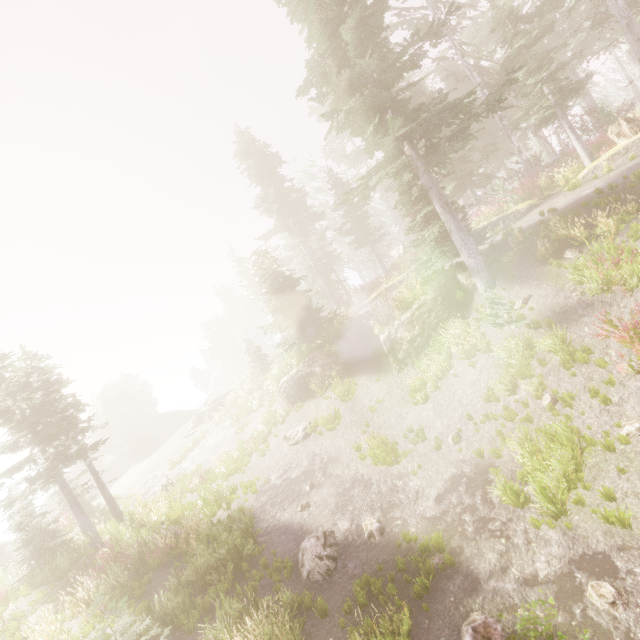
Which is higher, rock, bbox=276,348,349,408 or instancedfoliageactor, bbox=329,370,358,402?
rock, bbox=276,348,349,408

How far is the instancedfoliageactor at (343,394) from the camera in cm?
1678

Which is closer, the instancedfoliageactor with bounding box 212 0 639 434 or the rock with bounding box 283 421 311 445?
the instancedfoliageactor with bounding box 212 0 639 434

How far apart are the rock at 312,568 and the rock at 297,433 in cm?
647

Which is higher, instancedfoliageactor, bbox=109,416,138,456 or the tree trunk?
the tree trunk

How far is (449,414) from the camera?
11.6 meters

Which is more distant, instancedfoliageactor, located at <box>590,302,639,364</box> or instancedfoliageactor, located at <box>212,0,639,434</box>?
instancedfoliageactor, located at <box>212,0,639,434</box>
